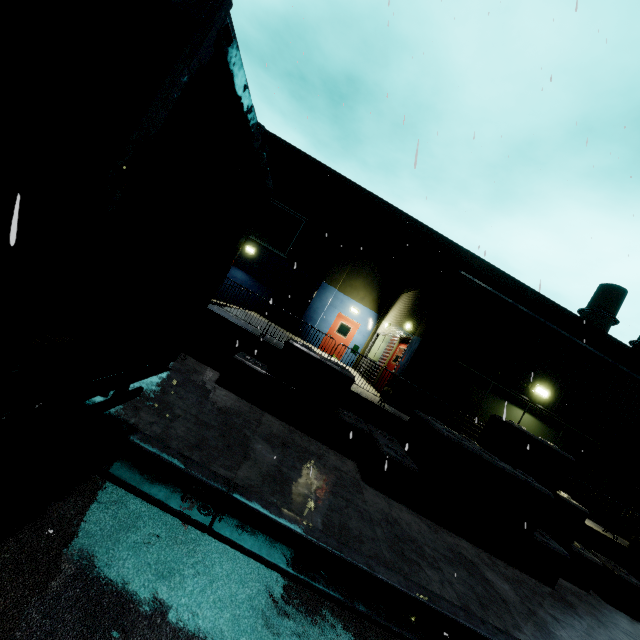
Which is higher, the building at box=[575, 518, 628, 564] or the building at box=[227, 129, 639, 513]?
the building at box=[227, 129, 639, 513]

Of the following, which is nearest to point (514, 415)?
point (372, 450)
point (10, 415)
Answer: point (372, 450)

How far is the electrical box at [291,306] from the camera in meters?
18.7

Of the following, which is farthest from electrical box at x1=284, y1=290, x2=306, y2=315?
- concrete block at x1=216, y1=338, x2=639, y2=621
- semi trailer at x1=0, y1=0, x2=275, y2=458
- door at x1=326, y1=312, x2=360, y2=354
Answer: semi trailer at x1=0, y1=0, x2=275, y2=458

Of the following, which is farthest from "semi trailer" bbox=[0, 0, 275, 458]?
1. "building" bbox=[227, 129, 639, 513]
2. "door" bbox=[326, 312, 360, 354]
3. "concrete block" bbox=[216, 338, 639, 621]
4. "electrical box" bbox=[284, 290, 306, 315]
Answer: "door" bbox=[326, 312, 360, 354]

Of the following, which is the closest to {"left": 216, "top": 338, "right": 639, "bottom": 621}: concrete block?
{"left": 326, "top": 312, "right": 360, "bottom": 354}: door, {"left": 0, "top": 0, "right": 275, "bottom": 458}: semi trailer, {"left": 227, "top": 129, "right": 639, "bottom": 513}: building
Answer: {"left": 227, "top": 129, "right": 639, "bottom": 513}: building

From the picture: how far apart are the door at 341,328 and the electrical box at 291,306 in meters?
2.1
